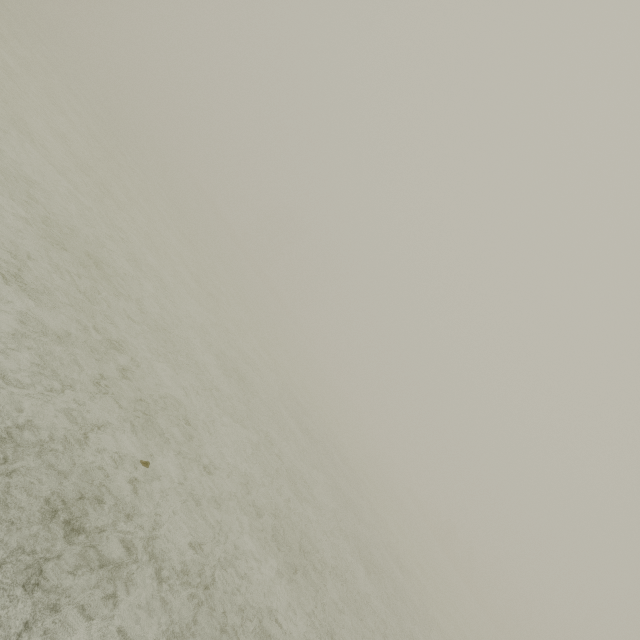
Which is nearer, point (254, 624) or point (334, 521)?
point (254, 624)
